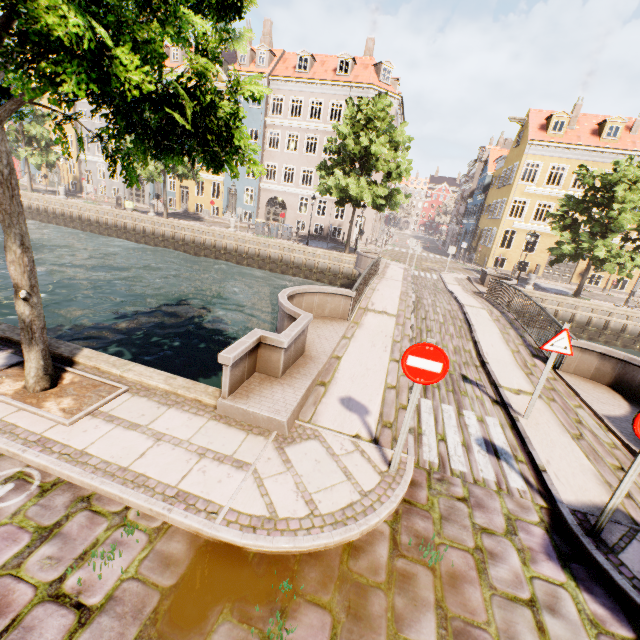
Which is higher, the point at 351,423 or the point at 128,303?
the point at 351,423

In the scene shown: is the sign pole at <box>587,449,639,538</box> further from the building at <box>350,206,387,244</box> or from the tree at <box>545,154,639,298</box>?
the building at <box>350,206,387,244</box>

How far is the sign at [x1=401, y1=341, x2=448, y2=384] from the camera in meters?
3.7

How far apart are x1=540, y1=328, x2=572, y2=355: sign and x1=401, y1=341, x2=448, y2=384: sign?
3.2m

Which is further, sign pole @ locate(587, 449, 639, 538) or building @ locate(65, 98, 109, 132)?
building @ locate(65, 98, 109, 132)

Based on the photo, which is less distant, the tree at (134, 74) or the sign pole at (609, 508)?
the tree at (134, 74)

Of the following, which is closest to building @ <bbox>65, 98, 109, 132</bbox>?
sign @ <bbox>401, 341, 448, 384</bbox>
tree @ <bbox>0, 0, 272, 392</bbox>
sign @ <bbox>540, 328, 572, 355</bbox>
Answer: tree @ <bbox>0, 0, 272, 392</bbox>

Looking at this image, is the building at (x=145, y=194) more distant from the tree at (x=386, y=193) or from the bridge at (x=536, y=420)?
the bridge at (x=536, y=420)
